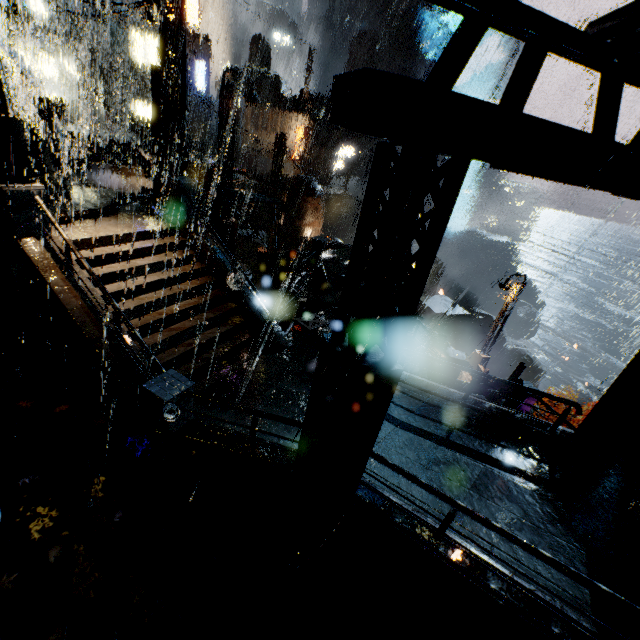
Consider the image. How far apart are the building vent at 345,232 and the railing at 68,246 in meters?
50.9 m

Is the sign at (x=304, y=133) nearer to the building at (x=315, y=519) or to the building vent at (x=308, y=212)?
the building at (x=315, y=519)

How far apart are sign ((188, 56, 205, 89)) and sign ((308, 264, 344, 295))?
34.98m

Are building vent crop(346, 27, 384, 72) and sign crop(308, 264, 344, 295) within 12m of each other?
no

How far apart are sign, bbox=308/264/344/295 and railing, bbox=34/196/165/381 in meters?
9.7 m

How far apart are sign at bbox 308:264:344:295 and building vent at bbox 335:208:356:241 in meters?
41.1 m

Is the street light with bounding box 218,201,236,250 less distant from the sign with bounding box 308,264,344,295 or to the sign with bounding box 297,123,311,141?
the sign with bounding box 308,264,344,295

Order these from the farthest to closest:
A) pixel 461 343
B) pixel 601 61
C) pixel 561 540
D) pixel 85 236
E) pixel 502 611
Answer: pixel 461 343 < pixel 85 236 < pixel 561 540 < pixel 502 611 < pixel 601 61
